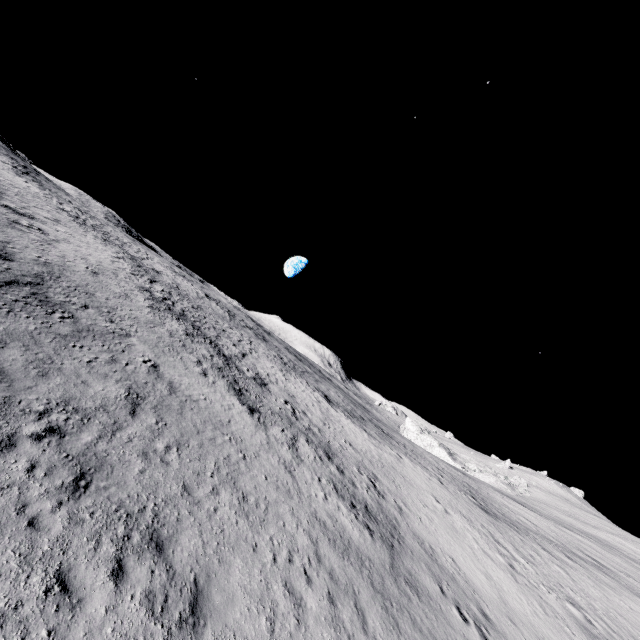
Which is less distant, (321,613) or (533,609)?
(321,613)
